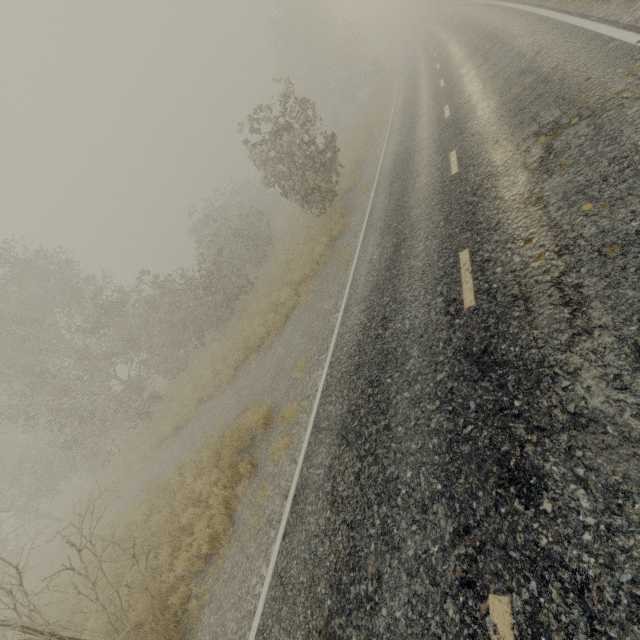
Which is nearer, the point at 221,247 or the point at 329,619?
the point at 329,619
